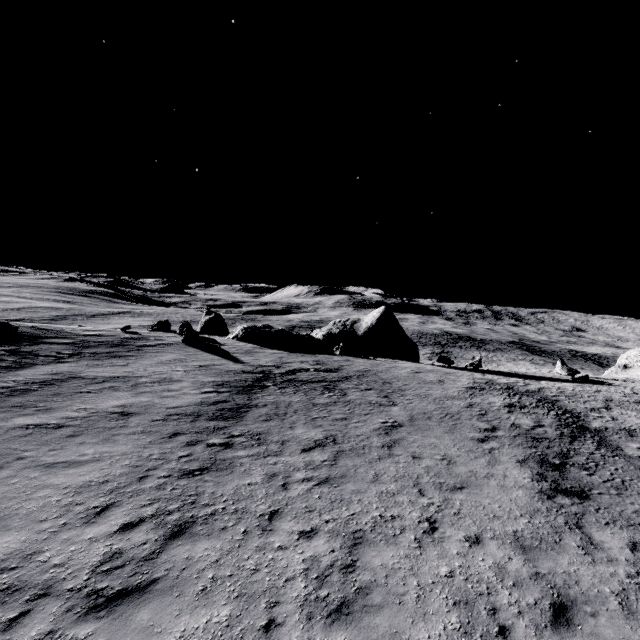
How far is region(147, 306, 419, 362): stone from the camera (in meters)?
33.28

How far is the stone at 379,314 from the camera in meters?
33.3 m

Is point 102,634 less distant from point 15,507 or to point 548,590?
point 15,507

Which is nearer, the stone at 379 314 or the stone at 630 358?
the stone at 379 314

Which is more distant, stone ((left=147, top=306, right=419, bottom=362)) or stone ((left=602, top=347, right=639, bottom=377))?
stone ((left=602, top=347, right=639, bottom=377))
